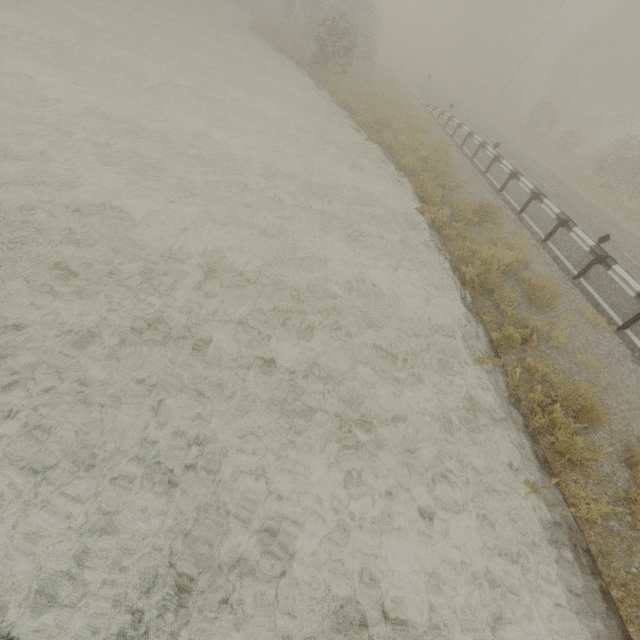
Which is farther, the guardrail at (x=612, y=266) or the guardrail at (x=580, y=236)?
the guardrail at (x=580, y=236)

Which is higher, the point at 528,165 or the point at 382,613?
the point at 528,165

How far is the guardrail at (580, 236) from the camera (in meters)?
9.53

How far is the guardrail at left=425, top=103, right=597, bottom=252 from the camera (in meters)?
9.53

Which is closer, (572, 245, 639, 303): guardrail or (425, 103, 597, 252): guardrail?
(572, 245, 639, 303): guardrail
